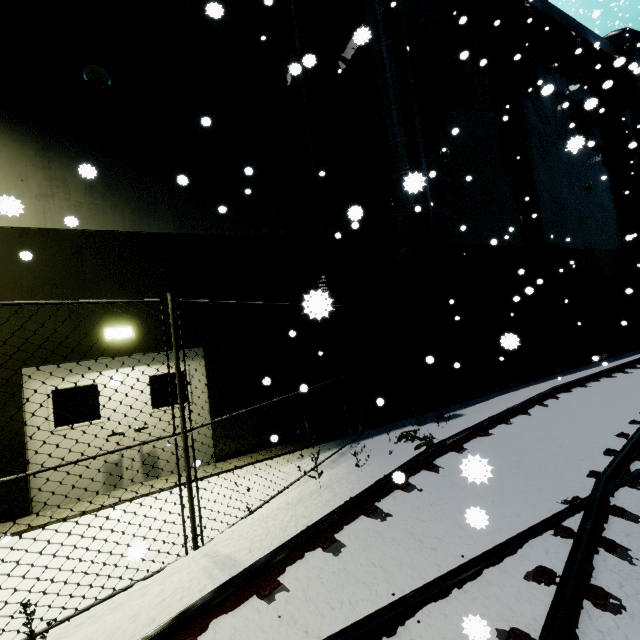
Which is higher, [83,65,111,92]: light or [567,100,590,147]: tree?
[567,100,590,147]: tree

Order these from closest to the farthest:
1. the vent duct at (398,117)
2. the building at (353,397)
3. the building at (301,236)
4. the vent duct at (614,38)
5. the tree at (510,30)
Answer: the building at (301,236)
the building at (353,397)
the vent duct at (398,117)
the tree at (510,30)
the vent duct at (614,38)

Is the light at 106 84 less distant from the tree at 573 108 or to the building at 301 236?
the building at 301 236

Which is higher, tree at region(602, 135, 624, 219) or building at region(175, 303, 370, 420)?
tree at region(602, 135, 624, 219)

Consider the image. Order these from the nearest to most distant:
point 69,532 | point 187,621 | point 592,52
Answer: point 187,621
point 69,532
point 592,52

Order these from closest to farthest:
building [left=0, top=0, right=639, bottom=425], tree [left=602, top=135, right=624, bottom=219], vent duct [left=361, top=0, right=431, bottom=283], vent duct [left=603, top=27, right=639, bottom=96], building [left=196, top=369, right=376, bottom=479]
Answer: building [left=0, top=0, right=639, bottom=425]
building [left=196, top=369, right=376, bottom=479]
vent duct [left=361, top=0, right=431, bottom=283]
vent duct [left=603, top=27, right=639, bottom=96]
tree [left=602, top=135, right=624, bottom=219]

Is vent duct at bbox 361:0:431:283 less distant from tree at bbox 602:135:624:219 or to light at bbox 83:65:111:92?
tree at bbox 602:135:624:219

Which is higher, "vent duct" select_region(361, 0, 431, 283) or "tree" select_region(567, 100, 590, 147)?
"tree" select_region(567, 100, 590, 147)
